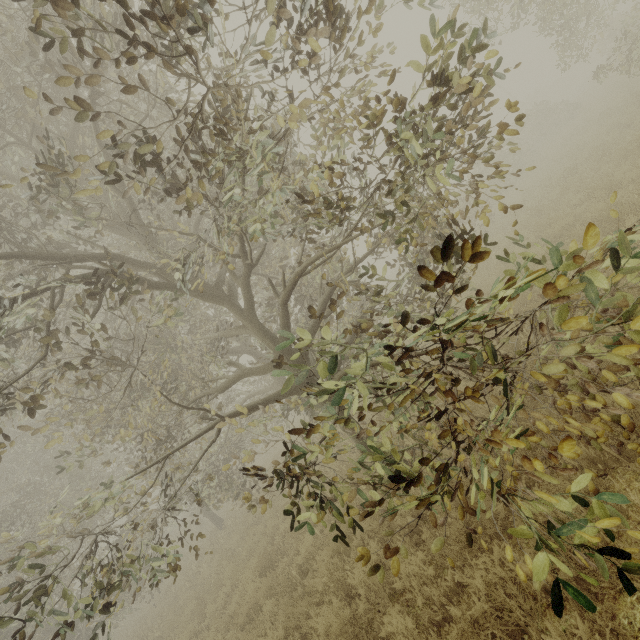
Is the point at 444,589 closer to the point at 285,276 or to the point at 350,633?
the point at 350,633
